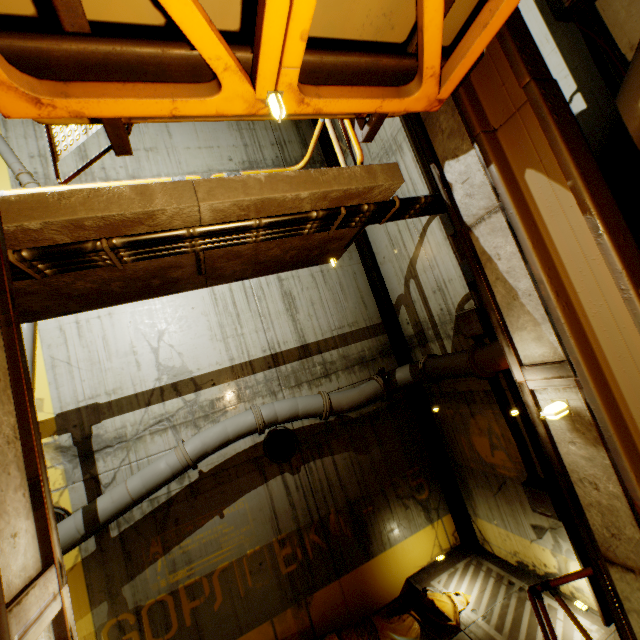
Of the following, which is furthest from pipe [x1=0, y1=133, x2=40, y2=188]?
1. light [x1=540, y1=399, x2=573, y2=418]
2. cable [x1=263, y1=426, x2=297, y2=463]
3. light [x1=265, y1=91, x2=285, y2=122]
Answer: light [x1=540, y1=399, x2=573, y2=418]

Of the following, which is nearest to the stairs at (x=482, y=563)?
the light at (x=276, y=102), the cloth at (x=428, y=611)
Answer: the cloth at (x=428, y=611)

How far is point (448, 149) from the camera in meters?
3.0 m

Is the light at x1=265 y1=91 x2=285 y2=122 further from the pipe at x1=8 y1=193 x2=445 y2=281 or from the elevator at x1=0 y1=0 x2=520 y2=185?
the pipe at x1=8 y1=193 x2=445 y2=281

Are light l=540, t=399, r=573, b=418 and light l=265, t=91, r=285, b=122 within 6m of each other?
yes

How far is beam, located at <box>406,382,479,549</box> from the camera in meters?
8.2 m

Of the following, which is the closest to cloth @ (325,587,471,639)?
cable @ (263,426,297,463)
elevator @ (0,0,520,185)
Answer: cable @ (263,426,297,463)

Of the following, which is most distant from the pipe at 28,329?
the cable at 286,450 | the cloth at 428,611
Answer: the cable at 286,450
